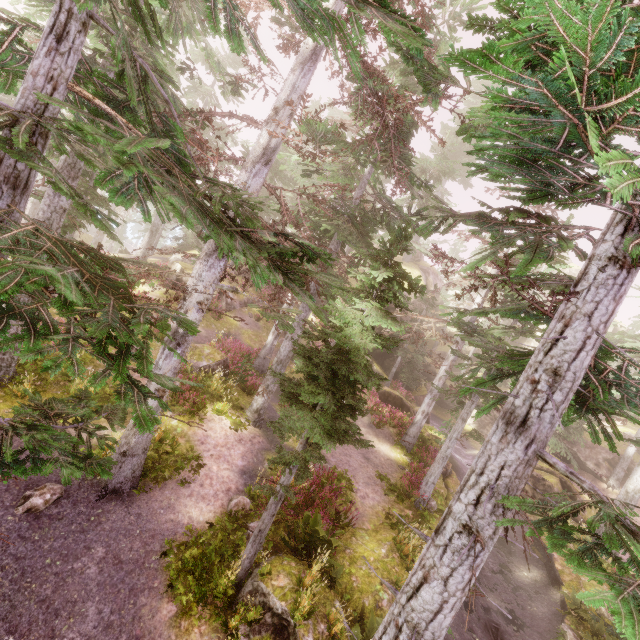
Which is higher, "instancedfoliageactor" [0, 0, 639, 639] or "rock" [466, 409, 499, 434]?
"instancedfoliageactor" [0, 0, 639, 639]

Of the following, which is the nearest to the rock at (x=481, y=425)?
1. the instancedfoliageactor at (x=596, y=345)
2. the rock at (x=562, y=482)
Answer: the instancedfoliageactor at (x=596, y=345)

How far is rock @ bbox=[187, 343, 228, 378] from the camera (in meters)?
14.98

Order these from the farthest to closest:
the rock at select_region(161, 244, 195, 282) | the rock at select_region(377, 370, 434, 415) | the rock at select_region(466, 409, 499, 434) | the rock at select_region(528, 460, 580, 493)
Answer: the rock at select_region(466, 409, 499, 434), the rock at select_region(161, 244, 195, 282), the rock at select_region(377, 370, 434, 415), the rock at select_region(528, 460, 580, 493)

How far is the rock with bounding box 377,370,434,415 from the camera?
23.3 meters

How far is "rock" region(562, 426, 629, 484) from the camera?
27.50m

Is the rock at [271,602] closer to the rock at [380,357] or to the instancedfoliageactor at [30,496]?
the instancedfoliageactor at [30,496]

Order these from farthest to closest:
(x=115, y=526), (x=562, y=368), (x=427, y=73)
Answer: (x=115, y=526) < (x=427, y=73) < (x=562, y=368)
